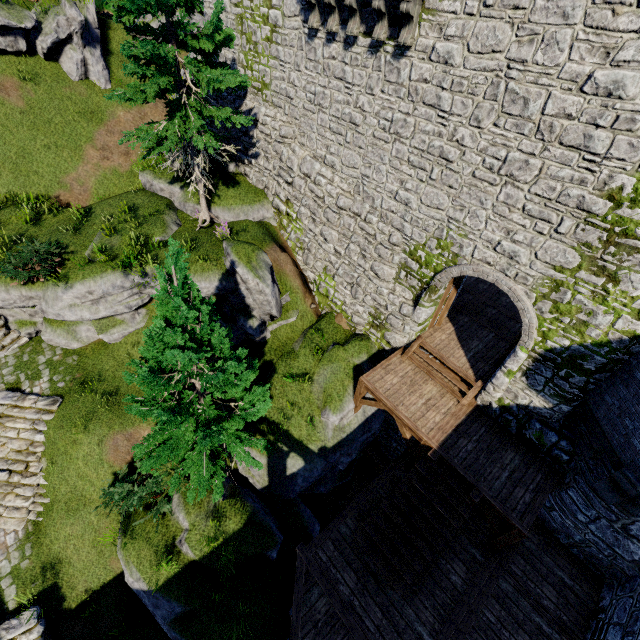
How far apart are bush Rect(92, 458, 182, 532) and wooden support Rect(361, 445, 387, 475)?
7.5m

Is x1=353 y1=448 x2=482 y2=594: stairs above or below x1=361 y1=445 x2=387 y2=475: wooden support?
above

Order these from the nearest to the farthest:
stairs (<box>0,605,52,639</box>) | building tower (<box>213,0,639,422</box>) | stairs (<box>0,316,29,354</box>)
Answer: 1. building tower (<box>213,0,639,422</box>)
2. stairs (<box>0,605,52,639</box>)
3. stairs (<box>0,316,29,354</box>)

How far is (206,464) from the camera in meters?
9.3 m

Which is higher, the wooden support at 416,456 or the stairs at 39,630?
the wooden support at 416,456

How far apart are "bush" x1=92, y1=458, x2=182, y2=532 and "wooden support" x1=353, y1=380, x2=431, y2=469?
6.9m

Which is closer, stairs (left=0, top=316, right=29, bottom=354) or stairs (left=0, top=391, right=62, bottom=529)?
stairs (left=0, top=391, right=62, bottom=529)

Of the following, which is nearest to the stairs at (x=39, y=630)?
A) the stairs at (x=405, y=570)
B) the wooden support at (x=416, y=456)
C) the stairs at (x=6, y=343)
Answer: the stairs at (x=6, y=343)
